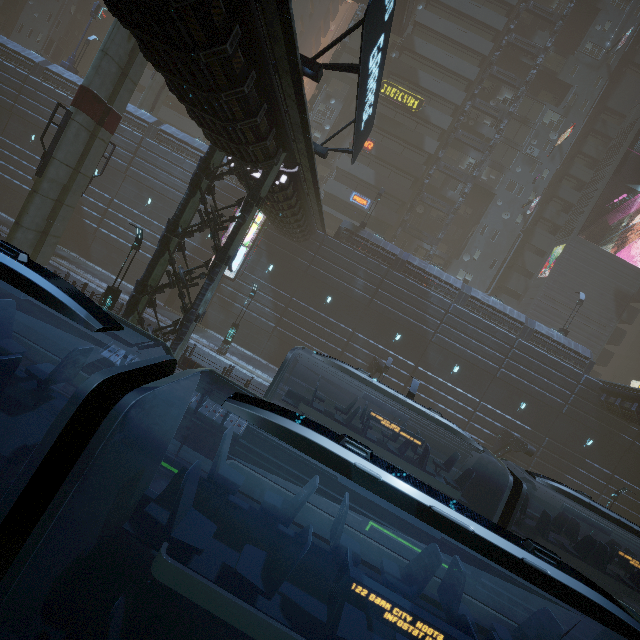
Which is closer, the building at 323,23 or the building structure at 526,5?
the building structure at 526,5

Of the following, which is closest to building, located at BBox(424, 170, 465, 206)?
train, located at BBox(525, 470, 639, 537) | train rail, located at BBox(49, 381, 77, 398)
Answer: train rail, located at BBox(49, 381, 77, 398)

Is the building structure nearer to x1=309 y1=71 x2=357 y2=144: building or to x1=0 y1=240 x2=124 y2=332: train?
x1=309 y1=71 x2=357 y2=144: building

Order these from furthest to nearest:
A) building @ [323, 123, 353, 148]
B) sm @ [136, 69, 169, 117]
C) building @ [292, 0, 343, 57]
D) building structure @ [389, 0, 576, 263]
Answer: building @ [292, 0, 343, 57], building @ [323, 123, 353, 148], building structure @ [389, 0, 576, 263], sm @ [136, 69, 169, 117]

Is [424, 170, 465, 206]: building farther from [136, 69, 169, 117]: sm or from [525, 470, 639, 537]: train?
[525, 470, 639, 537]: train

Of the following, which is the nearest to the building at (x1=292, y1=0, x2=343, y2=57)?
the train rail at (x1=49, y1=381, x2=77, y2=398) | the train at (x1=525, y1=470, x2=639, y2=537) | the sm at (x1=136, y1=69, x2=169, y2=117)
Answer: the train rail at (x1=49, y1=381, x2=77, y2=398)

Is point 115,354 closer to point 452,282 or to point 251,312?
point 251,312

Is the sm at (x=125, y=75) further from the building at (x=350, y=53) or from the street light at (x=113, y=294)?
the street light at (x=113, y=294)
